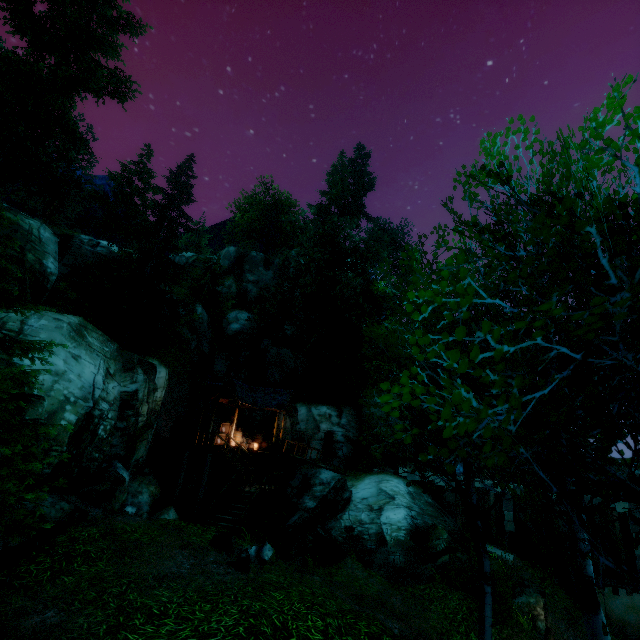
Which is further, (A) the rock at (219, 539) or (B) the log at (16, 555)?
(A) the rock at (219, 539)

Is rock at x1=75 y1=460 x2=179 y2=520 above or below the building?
below

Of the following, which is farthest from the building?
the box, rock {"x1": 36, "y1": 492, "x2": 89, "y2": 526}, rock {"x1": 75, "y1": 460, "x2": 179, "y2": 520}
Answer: rock {"x1": 36, "y1": 492, "x2": 89, "y2": 526}

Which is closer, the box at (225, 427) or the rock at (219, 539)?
the rock at (219, 539)

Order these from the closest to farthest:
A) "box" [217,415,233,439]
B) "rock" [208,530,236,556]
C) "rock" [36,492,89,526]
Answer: "rock" [208,530,236,556] < "rock" [36,492,89,526] < "box" [217,415,233,439]

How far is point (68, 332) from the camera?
13.41m

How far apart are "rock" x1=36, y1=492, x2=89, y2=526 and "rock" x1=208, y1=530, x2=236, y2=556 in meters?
4.7

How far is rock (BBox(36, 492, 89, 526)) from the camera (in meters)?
10.91
